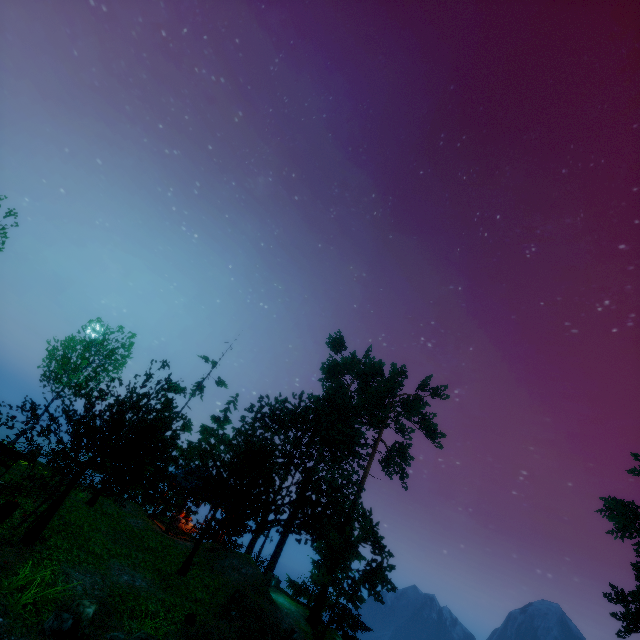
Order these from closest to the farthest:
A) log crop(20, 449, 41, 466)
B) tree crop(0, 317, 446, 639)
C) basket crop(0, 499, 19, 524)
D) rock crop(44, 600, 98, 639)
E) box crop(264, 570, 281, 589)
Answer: rock crop(44, 600, 98, 639) < basket crop(0, 499, 19, 524) < tree crop(0, 317, 446, 639) < log crop(20, 449, 41, 466) < box crop(264, 570, 281, 589)

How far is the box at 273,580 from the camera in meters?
25.2

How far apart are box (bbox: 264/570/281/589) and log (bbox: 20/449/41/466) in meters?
18.6 m

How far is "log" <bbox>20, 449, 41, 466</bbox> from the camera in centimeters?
2053cm

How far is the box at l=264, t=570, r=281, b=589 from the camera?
25.2 meters

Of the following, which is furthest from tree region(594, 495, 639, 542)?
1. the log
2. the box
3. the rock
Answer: the log

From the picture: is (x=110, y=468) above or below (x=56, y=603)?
above

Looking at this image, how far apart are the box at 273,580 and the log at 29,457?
18.61m
